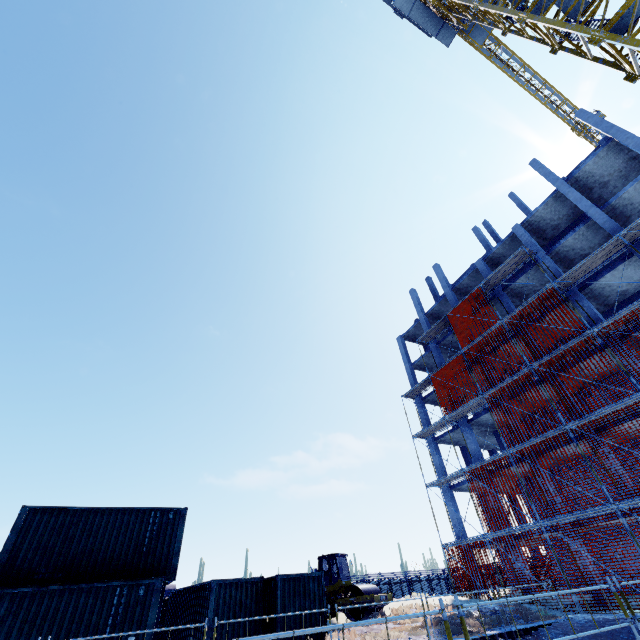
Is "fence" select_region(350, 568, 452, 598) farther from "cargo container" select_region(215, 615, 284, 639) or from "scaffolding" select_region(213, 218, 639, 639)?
"cargo container" select_region(215, 615, 284, 639)

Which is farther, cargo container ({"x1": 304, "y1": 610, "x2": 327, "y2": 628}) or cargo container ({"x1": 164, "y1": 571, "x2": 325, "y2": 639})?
cargo container ({"x1": 304, "y1": 610, "x2": 327, "y2": 628})

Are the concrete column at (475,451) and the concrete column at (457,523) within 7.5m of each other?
yes

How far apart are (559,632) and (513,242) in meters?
25.5

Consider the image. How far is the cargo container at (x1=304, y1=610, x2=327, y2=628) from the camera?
14.4 meters

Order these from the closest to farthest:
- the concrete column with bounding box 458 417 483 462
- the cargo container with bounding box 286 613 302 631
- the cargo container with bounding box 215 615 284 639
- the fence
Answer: the cargo container with bounding box 215 615 284 639
the cargo container with bounding box 286 613 302 631
the fence
the concrete column with bounding box 458 417 483 462

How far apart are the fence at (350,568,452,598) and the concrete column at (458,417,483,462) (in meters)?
10.12

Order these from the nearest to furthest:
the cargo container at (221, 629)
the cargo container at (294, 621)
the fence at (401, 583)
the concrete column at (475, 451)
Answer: the cargo container at (221, 629), the cargo container at (294, 621), the fence at (401, 583), the concrete column at (475, 451)
